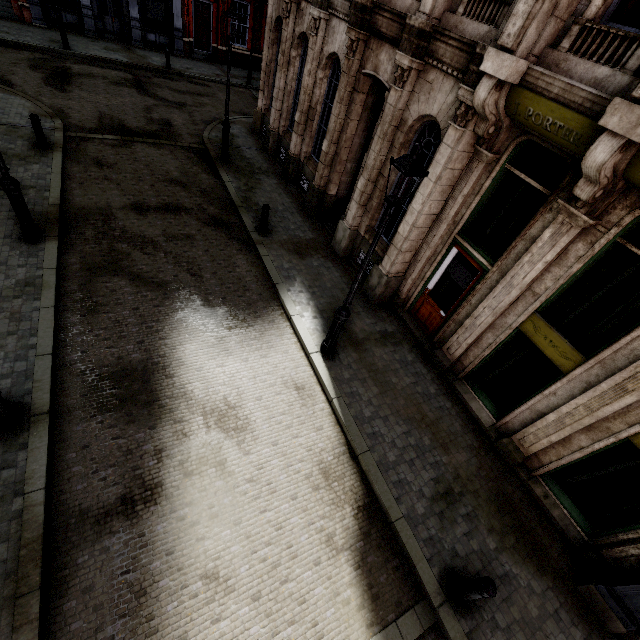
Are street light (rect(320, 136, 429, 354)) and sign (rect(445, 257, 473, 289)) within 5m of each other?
yes

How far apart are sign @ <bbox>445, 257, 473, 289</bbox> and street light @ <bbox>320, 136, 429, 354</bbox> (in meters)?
3.05

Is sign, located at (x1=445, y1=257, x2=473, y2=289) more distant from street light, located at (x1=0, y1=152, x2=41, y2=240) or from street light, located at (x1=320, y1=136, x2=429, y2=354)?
street light, located at (x1=0, y1=152, x2=41, y2=240)

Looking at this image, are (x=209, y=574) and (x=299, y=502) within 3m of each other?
yes

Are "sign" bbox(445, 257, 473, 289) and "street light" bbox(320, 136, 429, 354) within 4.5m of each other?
yes

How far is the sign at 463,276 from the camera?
7.74m

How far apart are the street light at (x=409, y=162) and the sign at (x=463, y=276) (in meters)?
3.05

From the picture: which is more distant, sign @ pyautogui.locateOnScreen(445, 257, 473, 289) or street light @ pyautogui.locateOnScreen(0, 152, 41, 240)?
sign @ pyautogui.locateOnScreen(445, 257, 473, 289)
